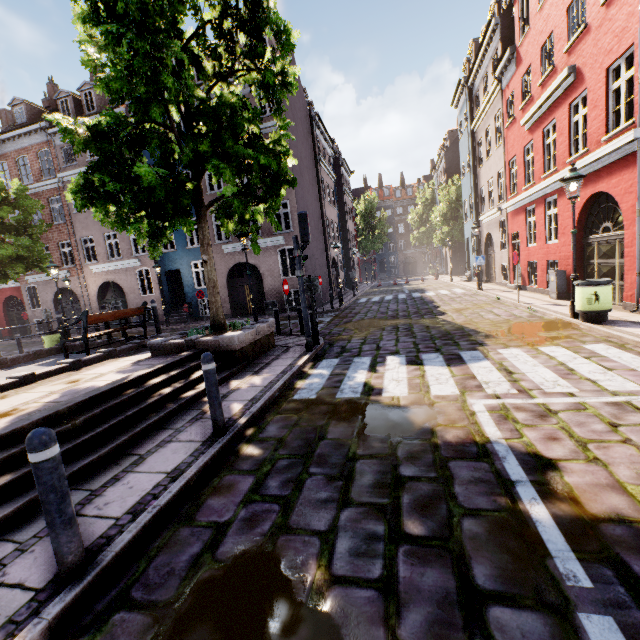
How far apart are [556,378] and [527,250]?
12.34m

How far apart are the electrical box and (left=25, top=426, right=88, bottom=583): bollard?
14.2m

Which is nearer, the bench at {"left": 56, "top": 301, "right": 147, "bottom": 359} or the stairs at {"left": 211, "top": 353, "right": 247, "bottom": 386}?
the stairs at {"left": 211, "top": 353, "right": 247, "bottom": 386}

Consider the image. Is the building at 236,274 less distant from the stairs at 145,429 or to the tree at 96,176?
the tree at 96,176

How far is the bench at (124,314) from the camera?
8.27m

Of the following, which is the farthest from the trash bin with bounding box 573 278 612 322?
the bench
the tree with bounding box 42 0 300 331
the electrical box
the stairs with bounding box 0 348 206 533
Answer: the bench

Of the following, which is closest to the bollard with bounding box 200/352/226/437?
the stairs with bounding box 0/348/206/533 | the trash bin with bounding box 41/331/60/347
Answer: the stairs with bounding box 0/348/206/533

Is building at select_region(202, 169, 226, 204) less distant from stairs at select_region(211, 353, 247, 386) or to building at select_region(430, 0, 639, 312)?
building at select_region(430, 0, 639, 312)
